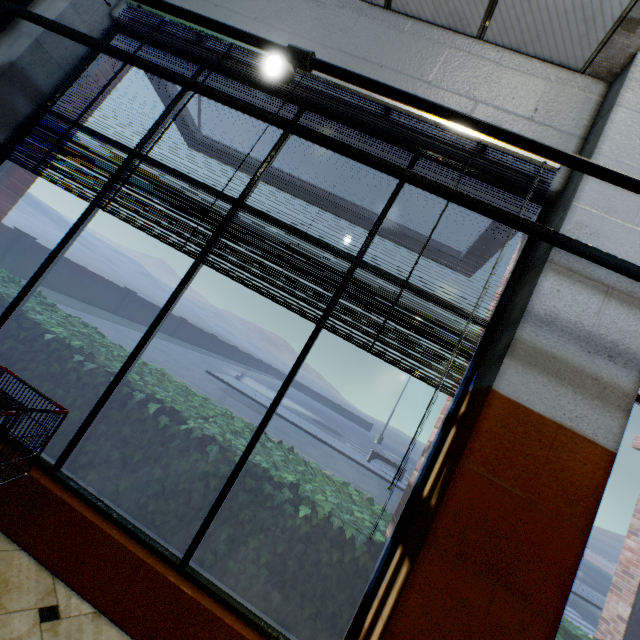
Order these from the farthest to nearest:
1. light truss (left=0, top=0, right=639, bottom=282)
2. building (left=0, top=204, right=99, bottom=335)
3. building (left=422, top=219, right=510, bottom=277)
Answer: building (left=422, top=219, right=510, bottom=277) < building (left=0, top=204, right=99, bottom=335) < light truss (left=0, top=0, right=639, bottom=282)

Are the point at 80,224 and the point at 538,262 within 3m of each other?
no

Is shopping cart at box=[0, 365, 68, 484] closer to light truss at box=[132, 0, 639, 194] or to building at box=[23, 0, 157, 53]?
building at box=[23, 0, 157, 53]

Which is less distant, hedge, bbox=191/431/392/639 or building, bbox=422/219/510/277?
hedge, bbox=191/431/392/639

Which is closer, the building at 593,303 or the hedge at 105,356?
the building at 593,303

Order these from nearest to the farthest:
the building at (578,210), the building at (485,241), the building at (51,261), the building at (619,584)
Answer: the building at (578,210), the building at (51,261), the building at (485,241), the building at (619,584)

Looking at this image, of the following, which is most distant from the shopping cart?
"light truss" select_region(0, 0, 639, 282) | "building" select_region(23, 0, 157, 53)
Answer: "light truss" select_region(0, 0, 639, 282)
